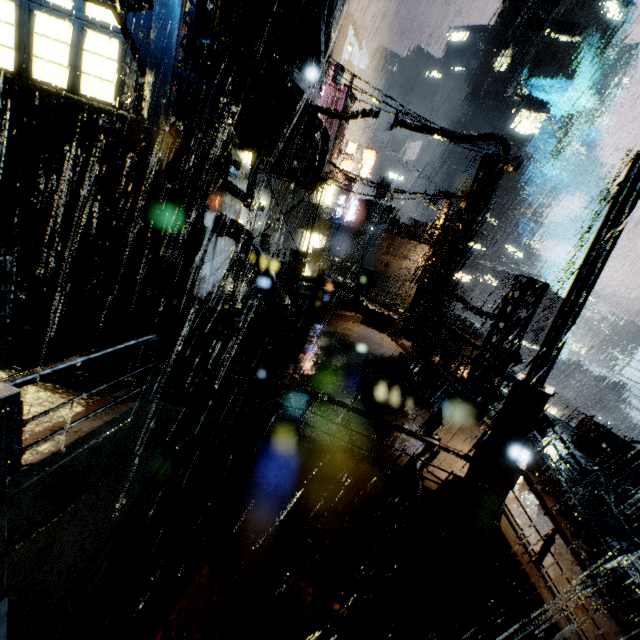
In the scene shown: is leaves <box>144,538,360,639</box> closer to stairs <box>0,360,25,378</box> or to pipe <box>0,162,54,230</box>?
stairs <box>0,360,25,378</box>

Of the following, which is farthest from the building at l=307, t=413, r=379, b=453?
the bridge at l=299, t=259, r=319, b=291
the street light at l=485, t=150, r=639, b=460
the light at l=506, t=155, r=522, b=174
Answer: the street light at l=485, t=150, r=639, b=460

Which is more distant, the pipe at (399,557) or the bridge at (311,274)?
the bridge at (311,274)

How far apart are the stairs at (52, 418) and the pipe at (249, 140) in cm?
1163

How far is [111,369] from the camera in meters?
8.1

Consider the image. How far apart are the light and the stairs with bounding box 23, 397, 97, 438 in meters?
17.1 m

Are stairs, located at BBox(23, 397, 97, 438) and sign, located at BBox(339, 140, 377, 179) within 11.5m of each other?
no

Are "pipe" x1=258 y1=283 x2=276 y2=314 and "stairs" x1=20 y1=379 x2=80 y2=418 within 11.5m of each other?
yes
